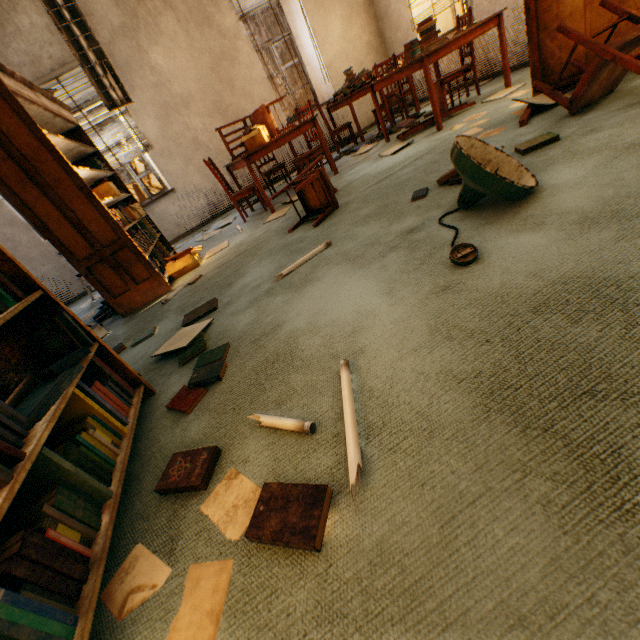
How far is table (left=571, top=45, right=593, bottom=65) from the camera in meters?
2.6 m

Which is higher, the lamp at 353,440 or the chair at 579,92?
the chair at 579,92

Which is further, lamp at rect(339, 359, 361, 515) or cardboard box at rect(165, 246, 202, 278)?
cardboard box at rect(165, 246, 202, 278)

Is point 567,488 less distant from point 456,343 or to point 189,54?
point 456,343

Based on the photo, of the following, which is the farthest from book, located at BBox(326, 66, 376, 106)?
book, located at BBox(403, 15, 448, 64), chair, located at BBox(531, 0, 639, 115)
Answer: chair, located at BBox(531, 0, 639, 115)

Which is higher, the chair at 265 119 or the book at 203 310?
the chair at 265 119

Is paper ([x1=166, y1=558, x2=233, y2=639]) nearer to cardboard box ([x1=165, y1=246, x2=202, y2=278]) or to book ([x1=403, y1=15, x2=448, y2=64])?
cardboard box ([x1=165, y1=246, x2=202, y2=278])

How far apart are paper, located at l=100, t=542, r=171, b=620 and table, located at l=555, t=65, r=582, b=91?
3.21m
